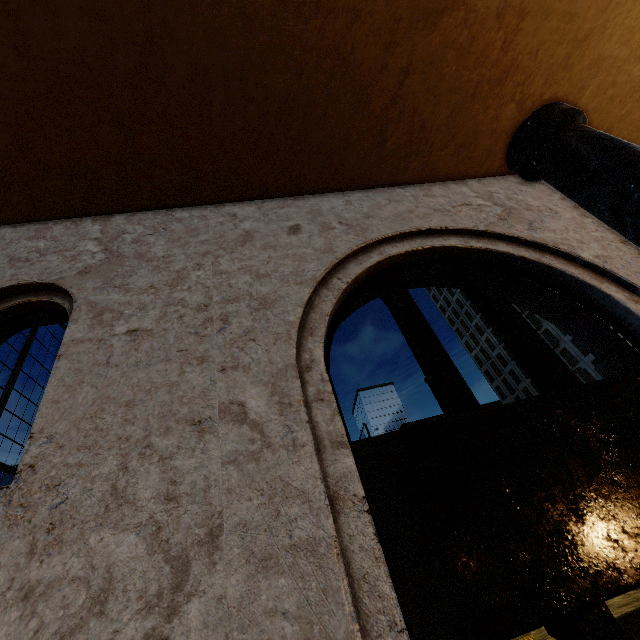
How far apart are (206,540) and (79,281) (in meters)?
2.23
